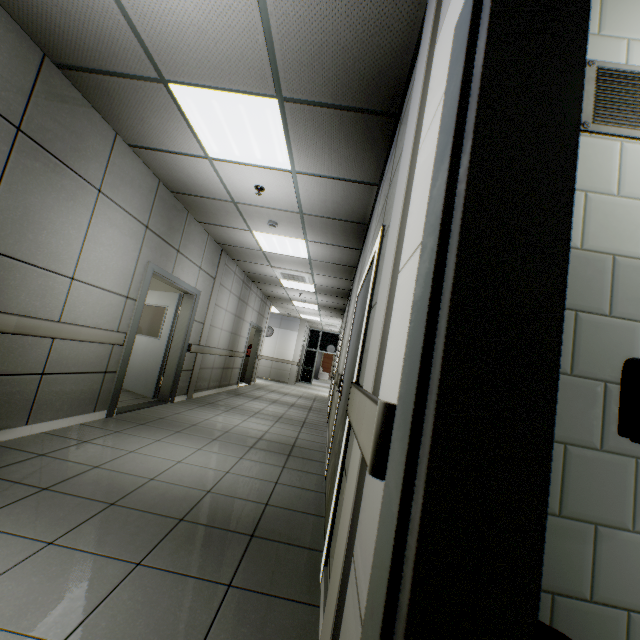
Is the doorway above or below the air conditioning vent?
below

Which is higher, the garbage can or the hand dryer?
the hand dryer

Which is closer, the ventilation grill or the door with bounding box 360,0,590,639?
the door with bounding box 360,0,590,639

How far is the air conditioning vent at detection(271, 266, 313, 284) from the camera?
7.61m

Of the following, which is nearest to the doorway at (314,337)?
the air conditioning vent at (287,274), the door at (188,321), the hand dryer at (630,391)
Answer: the air conditioning vent at (287,274)

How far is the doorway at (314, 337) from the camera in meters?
19.0 m

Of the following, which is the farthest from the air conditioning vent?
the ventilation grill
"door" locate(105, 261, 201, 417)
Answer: the ventilation grill

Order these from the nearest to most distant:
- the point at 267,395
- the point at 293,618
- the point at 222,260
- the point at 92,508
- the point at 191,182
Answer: the point at 293,618 < the point at 92,508 < the point at 191,182 < the point at 222,260 < the point at 267,395
